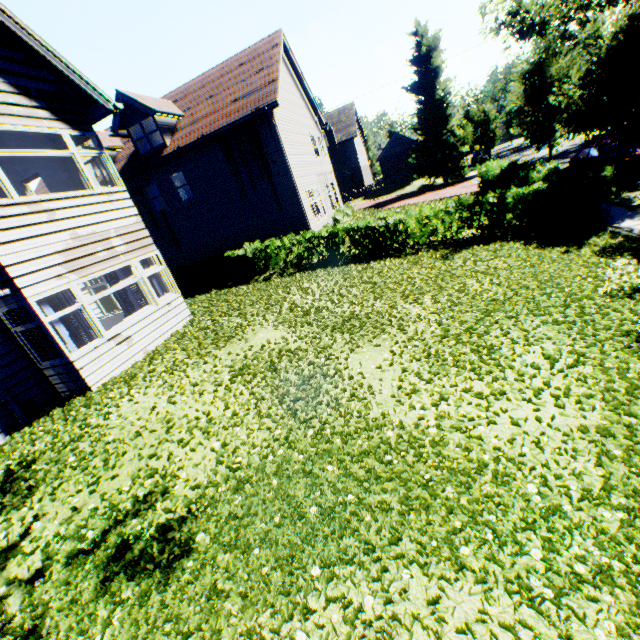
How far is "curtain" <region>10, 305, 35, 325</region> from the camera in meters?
7.4 m

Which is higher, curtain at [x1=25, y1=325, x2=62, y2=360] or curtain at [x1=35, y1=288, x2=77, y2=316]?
curtain at [x1=35, y1=288, x2=77, y2=316]

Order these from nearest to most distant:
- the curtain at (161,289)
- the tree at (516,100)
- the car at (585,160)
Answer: the curtain at (161,289)
the tree at (516,100)
the car at (585,160)

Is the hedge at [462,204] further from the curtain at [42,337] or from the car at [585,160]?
the curtain at [42,337]

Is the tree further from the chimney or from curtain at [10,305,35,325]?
curtain at [10,305,35,325]

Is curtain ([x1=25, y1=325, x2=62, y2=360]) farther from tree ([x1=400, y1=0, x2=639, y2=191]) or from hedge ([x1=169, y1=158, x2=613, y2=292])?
tree ([x1=400, y1=0, x2=639, y2=191])

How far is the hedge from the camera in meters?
10.7

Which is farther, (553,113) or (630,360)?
(553,113)
